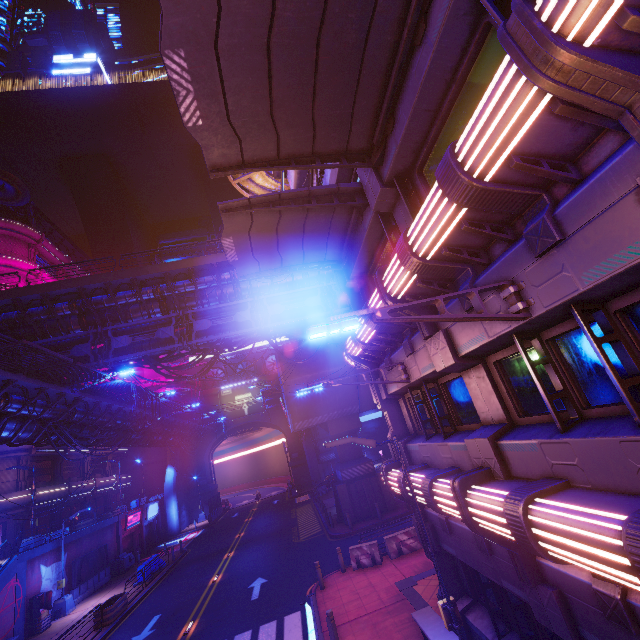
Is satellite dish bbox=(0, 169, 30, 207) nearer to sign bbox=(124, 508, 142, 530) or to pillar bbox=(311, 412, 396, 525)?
sign bbox=(124, 508, 142, 530)

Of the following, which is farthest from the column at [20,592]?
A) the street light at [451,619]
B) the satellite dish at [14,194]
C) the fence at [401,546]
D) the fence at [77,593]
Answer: the satellite dish at [14,194]

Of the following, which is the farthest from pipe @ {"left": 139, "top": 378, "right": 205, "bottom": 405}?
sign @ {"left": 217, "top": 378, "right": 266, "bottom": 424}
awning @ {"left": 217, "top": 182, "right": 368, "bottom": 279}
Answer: awning @ {"left": 217, "top": 182, "right": 368, "bottom": 279}

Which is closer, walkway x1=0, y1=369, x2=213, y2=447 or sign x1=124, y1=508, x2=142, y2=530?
walkway x1=0, y1=369, x2=213, y2=447

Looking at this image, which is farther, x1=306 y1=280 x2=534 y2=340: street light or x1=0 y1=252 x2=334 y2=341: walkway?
x1=0 y1=252 x2=334 y2=341: walkway

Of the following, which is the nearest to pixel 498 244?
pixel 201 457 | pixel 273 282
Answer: pixel 273 282

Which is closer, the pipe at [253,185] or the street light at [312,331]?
the street light at [312,331]

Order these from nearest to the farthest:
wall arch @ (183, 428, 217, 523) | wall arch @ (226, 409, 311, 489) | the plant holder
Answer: the plant holder < wall arch @ (183, 428, 217, 523) < wall arch @ (226, 409, 311, 489)
